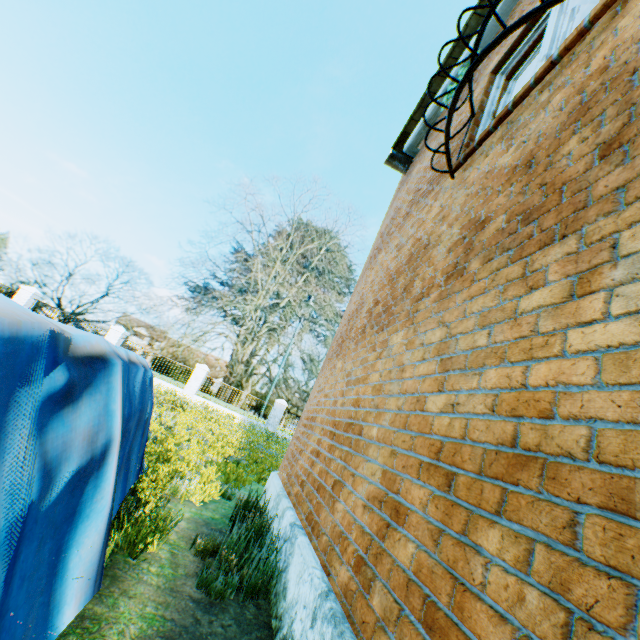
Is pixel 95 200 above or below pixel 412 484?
above

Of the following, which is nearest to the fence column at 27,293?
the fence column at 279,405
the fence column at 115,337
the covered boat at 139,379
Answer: the fence column at 115,337

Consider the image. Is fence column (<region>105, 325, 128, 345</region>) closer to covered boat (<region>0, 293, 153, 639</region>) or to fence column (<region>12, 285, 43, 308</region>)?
fence column (<region>12, 285, 43, 308</region>)

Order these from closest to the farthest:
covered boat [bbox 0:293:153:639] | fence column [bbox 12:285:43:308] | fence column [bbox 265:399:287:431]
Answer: covered boat [bbox 0:293:153:639], fence column [bbox 12:285:43:308], fence column [bbox 265:399:287:431]

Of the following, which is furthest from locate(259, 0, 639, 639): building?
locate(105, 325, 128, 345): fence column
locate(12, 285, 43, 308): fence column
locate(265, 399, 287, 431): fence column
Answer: locate(12, 285, 43, 308): fence column

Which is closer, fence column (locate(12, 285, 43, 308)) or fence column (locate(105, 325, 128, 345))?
fence column (locate(12, 285, 43, 308))

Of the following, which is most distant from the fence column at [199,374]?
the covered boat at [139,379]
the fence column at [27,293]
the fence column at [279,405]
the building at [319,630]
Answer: the covered boat at [139,379]

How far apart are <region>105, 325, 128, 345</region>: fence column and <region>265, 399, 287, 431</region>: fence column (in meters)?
10.29
